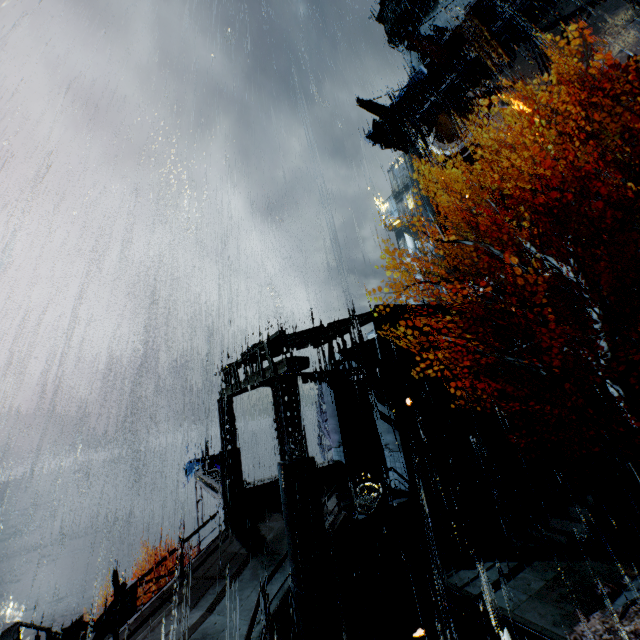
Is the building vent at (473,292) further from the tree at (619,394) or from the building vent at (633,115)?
the tree at (619,394)

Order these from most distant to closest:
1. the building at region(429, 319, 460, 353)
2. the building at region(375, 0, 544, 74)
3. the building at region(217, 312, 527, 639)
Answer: the building at region(375, 0, 544, 74) → the building at region(429, 319, 460, 353) → the building at region(217, 312, 527, 639)

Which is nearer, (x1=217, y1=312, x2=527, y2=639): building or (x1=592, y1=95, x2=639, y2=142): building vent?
(x1=217, y1=312, x2=527, y2=639): building

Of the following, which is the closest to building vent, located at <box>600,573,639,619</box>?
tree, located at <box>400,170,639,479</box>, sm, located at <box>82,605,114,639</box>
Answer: tree, located at <box>400,170,639,479</box>

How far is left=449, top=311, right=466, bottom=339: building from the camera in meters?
18.8 m

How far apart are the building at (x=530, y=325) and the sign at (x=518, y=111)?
15.4m

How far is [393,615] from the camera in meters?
9.4
